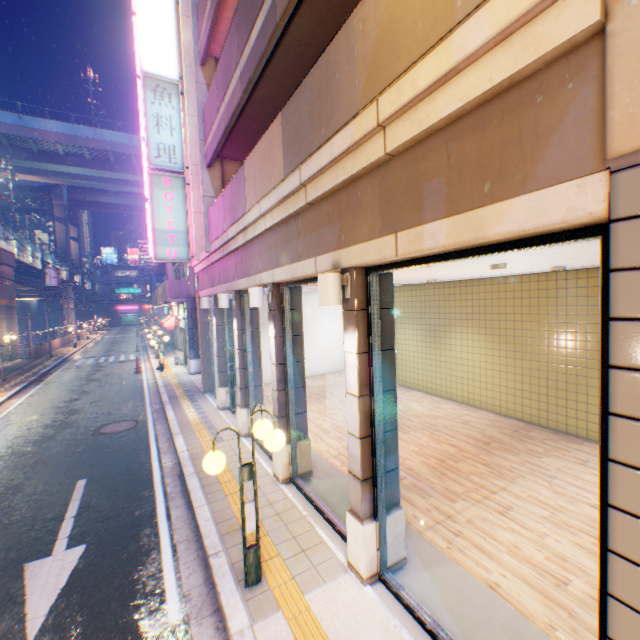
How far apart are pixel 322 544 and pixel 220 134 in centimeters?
952cm

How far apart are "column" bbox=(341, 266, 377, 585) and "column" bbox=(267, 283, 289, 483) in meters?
2.4 m

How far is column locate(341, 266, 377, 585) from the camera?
4.2m

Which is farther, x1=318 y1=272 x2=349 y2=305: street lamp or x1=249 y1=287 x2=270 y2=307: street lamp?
x1=249 y1=287 x2=270 y2=307: street lamp

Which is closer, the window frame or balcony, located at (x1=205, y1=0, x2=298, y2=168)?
the window frame

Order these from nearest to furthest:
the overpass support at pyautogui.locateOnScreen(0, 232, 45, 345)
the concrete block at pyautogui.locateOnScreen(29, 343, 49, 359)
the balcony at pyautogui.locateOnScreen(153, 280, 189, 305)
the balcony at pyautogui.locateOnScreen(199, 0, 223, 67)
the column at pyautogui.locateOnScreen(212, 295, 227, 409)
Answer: the balcony at pyautogui.locateOnScreen(199, 0, 223, 67) < the column at pyautogui.locateOnScreen(212, 295, 227, 409) < the balcony at pyautogui.locateOnScreen(153, 280, 189, 305) < the overpass support at pyautogui.locateOnScreen(0, 232, 45, 345) < the concrete block at pyautogui.locateOnScreen(29, 343, 49, 359)

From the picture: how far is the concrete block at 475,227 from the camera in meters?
2.0

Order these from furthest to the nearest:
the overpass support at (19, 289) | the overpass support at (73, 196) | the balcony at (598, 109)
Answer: the overpass support at (73, 196), the overpass support at (19, 289), the balcony at (598, 109)
